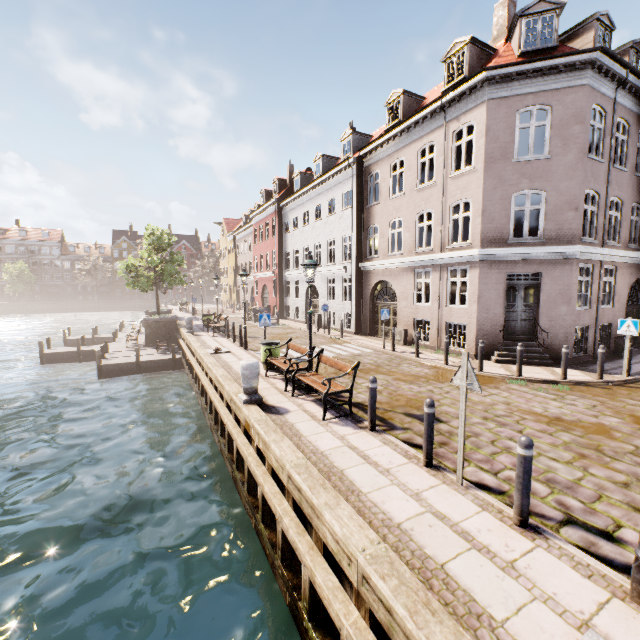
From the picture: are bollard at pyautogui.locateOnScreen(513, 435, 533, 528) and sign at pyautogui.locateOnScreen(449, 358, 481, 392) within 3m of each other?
yes

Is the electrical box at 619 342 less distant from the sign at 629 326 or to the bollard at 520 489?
the sign at 629 326

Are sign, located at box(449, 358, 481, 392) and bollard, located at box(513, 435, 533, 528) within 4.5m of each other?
yes

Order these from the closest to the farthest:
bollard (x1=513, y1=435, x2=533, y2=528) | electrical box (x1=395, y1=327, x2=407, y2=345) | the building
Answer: bollard (x1=513, y1=435, x2=533, y2=528) < the building < electrical box (x1=395, y1=327, x2=407, y2=345)

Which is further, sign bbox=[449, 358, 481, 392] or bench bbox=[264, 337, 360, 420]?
bench bbox=[264, 337, 360, 420]

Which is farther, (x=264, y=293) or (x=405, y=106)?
(x=264, y=293)

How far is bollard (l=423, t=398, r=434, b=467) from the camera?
5.1 meters

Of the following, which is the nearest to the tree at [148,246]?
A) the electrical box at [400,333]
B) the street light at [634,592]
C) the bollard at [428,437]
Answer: the electrical box at [400,333]
